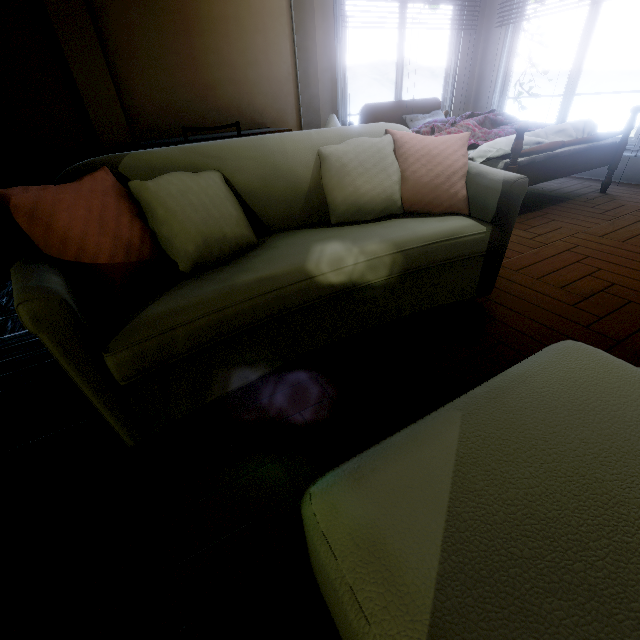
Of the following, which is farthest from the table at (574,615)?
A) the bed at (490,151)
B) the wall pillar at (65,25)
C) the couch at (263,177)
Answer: the wall pillar at (65,25)

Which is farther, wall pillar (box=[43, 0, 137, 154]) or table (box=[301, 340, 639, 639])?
wall pillar (box=[43, 0, 137, 154])

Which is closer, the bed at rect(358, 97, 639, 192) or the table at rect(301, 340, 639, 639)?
the table at rect(301, 340, 639, 639)

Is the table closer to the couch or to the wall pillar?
the couch

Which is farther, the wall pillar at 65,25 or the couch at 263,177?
the wall pillar at 65,25

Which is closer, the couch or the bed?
the couch

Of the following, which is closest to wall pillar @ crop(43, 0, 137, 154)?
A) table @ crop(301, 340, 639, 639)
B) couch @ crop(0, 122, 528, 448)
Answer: couch @ crop(0, 122, 528, 448)

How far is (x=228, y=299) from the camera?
1.09m
